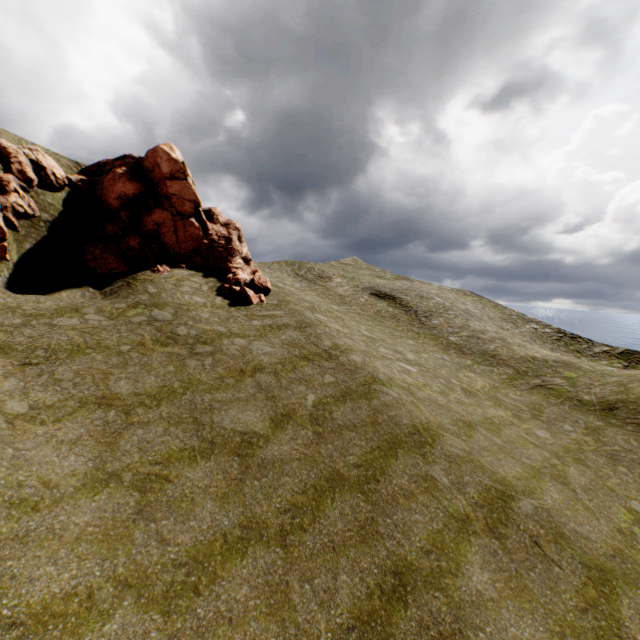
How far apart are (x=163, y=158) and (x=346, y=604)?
→ 24.7m
